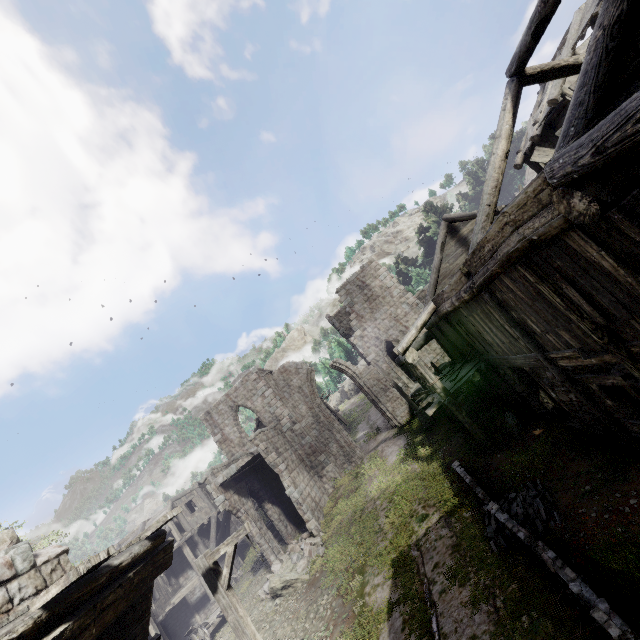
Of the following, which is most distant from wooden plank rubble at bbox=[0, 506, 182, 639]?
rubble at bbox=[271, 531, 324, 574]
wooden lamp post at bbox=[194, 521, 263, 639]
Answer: rubble at bbox=[271, 531, 324, 574]

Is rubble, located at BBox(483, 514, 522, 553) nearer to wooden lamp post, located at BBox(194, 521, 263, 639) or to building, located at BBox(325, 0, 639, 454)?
building, located at BBox(325, 0, 639, 454)

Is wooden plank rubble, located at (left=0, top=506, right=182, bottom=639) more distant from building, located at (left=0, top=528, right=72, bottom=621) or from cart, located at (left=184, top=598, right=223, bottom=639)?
cart, located at (left=184, top=598, right=223, bottom=639)

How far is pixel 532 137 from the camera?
19.2m

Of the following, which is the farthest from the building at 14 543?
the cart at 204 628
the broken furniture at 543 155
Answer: the cart at 204 628

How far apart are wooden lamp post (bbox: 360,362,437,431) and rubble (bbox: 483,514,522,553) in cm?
872

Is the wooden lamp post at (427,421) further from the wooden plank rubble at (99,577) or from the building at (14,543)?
the wooden plank rubble at (99,577)
